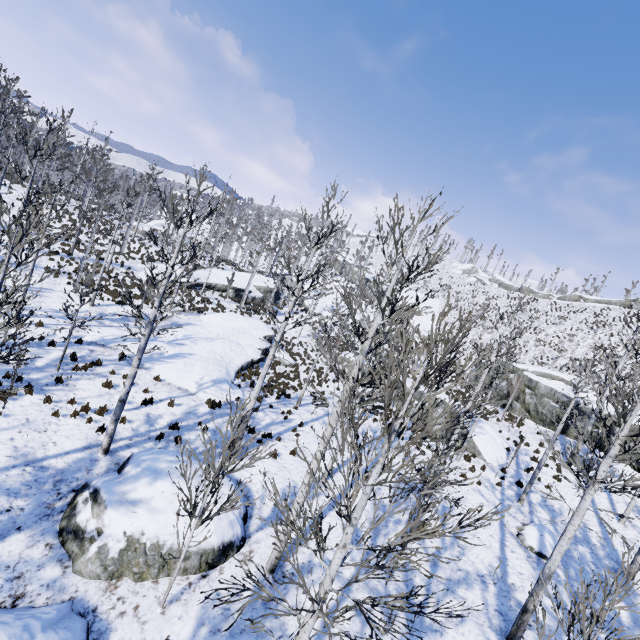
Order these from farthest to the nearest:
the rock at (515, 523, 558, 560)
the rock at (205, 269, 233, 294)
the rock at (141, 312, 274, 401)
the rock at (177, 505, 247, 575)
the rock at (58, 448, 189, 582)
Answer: the rock at (205, 269, 233, 294) → the rock at (141, 312, 274, 401) → the rock at (515, 523, 558, 560) → the rock at (177, 505, 247, 575) → the rock at (58, 448, 189, 582)

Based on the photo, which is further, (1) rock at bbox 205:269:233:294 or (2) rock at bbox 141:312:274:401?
(1) rock at bbox 205:269:233:294

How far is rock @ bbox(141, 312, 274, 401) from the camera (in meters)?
16.02

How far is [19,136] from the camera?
10.76m

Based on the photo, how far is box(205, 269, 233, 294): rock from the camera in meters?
35.3

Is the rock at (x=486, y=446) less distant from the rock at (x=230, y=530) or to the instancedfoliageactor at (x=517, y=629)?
the instancedfoliageactor at (x=517, y=629)

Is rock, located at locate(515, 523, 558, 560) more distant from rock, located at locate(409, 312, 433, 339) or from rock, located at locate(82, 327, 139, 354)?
rock, located at locate(409, 312, 433, 339)

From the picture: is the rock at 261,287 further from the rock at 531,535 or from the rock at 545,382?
the rock at 531,535
